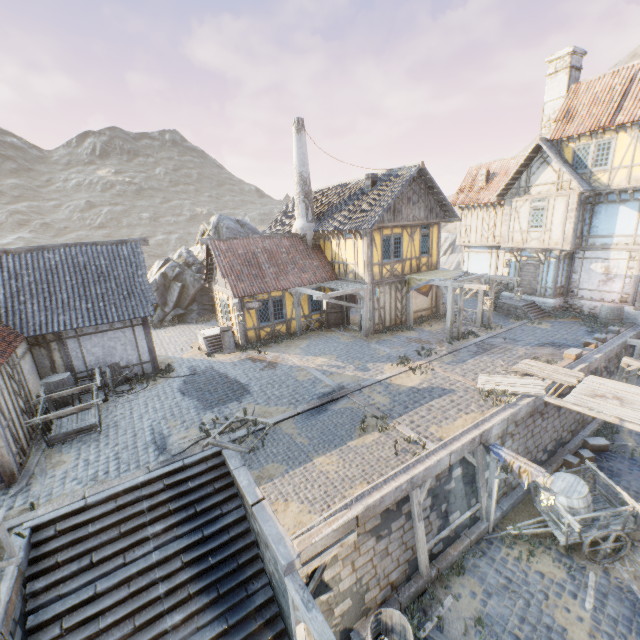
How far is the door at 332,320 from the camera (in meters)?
19.47

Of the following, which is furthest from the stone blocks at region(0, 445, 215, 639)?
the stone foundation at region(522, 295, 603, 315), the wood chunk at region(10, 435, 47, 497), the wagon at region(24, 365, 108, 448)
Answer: the wagon at region(24, 365, 108, 448)

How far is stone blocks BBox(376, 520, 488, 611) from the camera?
8.0m

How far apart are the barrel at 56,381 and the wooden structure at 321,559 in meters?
11.0 m

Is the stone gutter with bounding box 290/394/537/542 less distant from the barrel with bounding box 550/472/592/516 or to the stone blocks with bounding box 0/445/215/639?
the stone blocks with bounding box 0/445/215/639

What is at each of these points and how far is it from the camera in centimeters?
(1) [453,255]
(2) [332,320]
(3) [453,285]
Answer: (1) rock, 5831cm
(2) door, 1973cm
(3) awning, 1606cm

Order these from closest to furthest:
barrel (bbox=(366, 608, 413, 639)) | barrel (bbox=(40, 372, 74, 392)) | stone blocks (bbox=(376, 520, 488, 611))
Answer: barrel (bbox=(366, 608, 413, 639))
stone blocks (bbox=(376, 520, 488, 611))
barrel (bbox=(40, 372, 74, 392))
